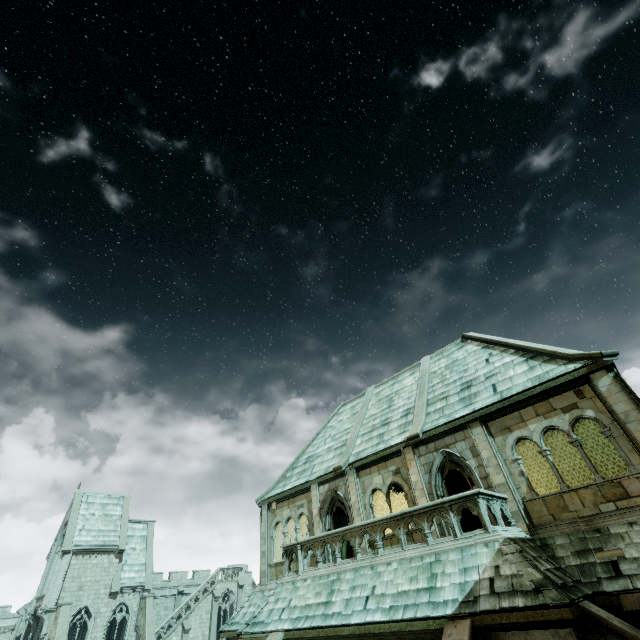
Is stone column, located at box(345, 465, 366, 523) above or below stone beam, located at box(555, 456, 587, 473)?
below

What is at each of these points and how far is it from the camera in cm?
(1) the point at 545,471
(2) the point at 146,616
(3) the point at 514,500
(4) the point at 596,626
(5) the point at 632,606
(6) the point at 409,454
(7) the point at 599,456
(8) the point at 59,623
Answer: (1) stone beam, 2041
(2) buttress, 2962
(3) stone column, 1066
(4) stone column, 664
(5) stone column, 719
(6) stone column, 1393
(7) stone beam, 1891
(8) buttress, 2591

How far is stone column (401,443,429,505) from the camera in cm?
1281

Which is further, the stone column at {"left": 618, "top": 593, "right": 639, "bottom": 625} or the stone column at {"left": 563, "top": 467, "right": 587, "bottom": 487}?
the stone column at {"left": 563, "top": 467, "right": 587, "bottom": 487}

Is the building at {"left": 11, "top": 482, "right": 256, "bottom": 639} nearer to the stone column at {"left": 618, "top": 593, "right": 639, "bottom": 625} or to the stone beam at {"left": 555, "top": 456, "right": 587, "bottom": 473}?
the stone beam at {"left": 555, "top": 456, "right": 587, "bottom": 473}

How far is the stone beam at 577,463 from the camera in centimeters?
1936cm

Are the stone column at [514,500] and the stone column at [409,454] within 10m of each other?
yes

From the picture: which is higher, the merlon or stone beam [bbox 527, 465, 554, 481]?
the merlon
